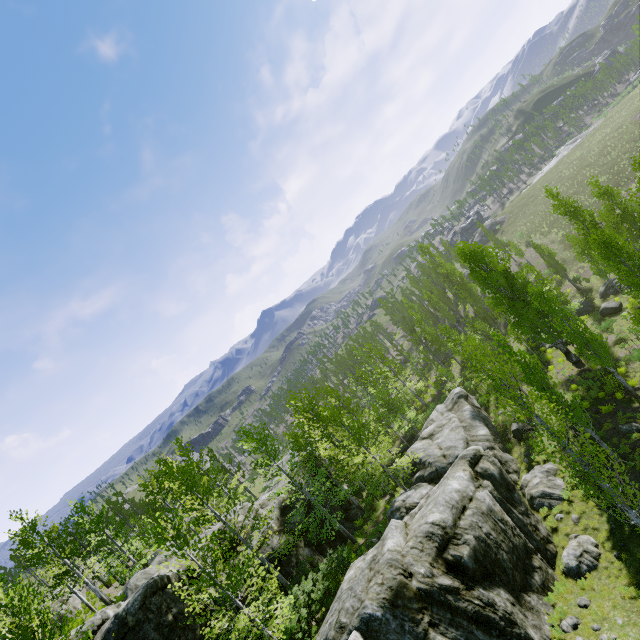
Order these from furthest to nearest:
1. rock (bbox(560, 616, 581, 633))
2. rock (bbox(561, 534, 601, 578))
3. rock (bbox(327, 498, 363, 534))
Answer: rock (bbox(327, 498, 363, 534))
rock (bbox(561, 534, 601, 578))
rock (bbox(560, 616, 581, 633))

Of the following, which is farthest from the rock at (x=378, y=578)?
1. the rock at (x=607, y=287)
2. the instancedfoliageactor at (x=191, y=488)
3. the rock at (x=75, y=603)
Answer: the rock at (x=607, y=287)

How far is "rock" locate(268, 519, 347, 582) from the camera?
19.95m

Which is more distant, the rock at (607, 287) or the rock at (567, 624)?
the rock at (607, 287)

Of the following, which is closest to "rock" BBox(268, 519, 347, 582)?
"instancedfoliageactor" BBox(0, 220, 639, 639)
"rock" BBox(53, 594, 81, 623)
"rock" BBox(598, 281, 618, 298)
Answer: "instancedfoliageactor" BBox(0, 220, 639, 639)

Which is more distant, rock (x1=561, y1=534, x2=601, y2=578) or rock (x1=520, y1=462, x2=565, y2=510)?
rock (x1=520, y1=462, x2=565, y2=510)

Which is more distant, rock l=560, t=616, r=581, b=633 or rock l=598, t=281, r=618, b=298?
rock l=598, t=281, r=618, b=298

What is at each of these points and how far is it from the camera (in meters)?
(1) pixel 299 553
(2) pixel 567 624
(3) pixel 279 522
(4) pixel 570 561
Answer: (1) rock, 20.89
(2) rock, 11.40
(3) rock, 22.67
(4) rock, 13.77
